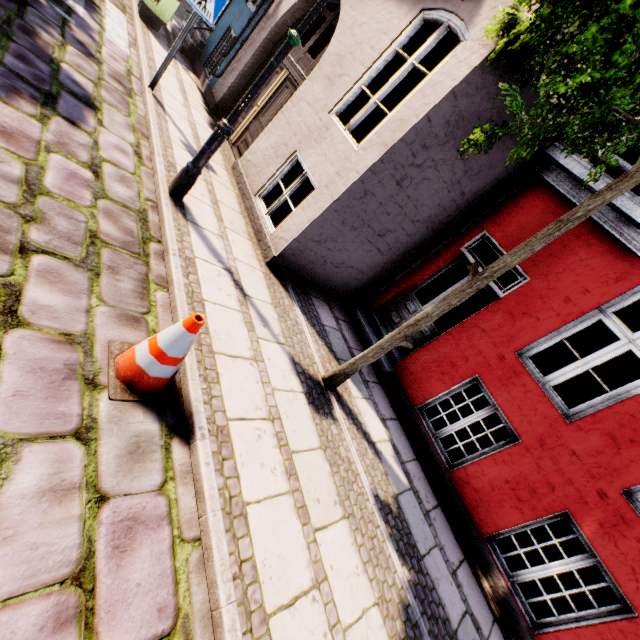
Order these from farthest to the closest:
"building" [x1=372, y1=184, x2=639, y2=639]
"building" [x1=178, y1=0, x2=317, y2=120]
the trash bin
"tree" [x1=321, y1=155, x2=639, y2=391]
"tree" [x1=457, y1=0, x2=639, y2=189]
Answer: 1. the trash bin
2. "building" [x1=178, y1=0, x2=317, y2=120]
3. "building" [x1=372, y1=184, x2=639, y2=639]
4. "tree" [x1=321, y1=155, x2=639, y2=391]
5. "tree" [x1=457, y1=0, x2=639, y2=189]

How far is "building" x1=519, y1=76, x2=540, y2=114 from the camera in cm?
405

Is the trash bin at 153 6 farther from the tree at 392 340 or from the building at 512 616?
the tree at 392 340

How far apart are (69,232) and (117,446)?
1.9m

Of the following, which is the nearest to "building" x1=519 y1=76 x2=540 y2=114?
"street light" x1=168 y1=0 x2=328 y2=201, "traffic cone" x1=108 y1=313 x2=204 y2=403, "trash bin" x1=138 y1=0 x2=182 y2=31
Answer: "trash bin" x1=138 y1=0 x2=182 y2=31

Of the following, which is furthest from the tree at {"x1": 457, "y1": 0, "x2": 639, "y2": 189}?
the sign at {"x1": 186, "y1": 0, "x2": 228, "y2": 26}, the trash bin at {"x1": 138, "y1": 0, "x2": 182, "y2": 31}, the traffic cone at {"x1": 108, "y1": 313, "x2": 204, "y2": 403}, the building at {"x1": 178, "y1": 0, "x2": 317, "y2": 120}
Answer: the trash bin at {"x1": 138, "y1": 0, "x2": 182, "y2": 31}

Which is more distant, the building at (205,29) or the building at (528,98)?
the building at (205,29)

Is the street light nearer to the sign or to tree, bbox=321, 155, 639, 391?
tree, bbox=321, 155, 639, 391
